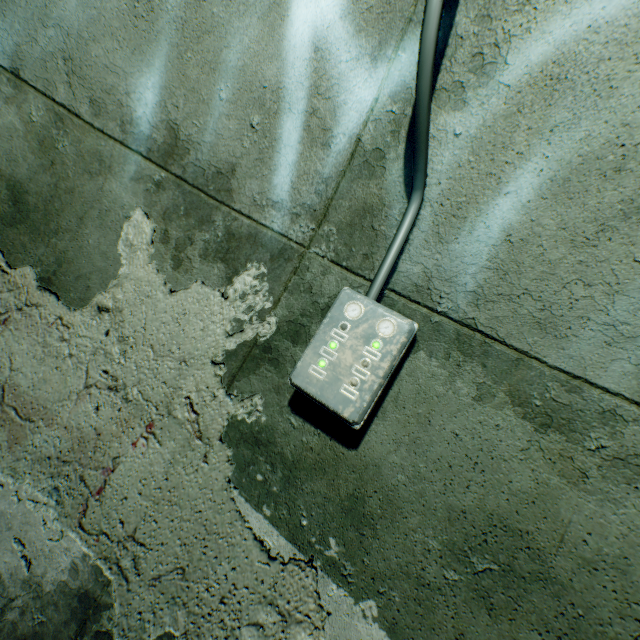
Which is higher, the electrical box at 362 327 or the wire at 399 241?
the wire at 399 241

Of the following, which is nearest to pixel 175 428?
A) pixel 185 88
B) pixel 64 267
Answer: pixel 64 267

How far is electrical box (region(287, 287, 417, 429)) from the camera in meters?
1.0 m

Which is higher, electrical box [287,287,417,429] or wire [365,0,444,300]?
wire [365,0,444,300]

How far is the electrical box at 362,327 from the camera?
1.02m
